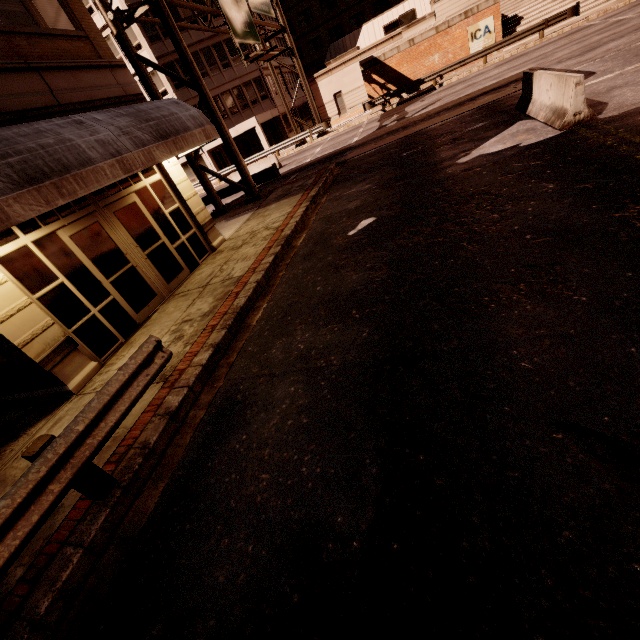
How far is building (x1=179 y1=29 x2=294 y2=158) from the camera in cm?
3138

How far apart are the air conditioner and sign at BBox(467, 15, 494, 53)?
12.7 meters

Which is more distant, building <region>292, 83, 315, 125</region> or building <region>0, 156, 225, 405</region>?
building <region>292, 83, 315, 125</region>

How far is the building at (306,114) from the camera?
42.2m

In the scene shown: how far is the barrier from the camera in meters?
7.2 m

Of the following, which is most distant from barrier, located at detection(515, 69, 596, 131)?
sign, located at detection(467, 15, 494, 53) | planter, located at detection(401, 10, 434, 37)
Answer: planter, located at detection(401, 10, 434, 37)

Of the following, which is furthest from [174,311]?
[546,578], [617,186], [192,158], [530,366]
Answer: [192,158]

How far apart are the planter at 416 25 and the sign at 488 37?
2.55m
